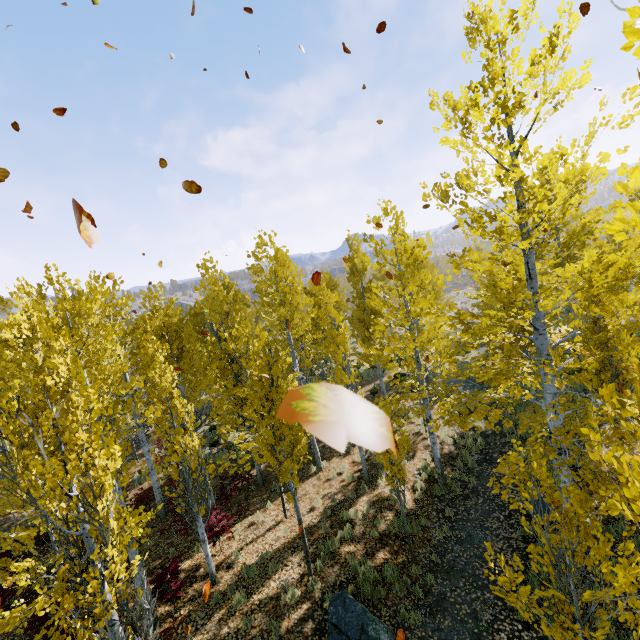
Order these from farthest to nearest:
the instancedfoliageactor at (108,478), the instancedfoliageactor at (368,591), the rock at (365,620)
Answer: the instancedfoliageactor at (368,591)
the rock at (365,620)
the instancedfoliageactor at (108,478)

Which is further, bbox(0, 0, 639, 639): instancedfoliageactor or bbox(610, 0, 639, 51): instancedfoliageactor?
bbox(0, 0, 639, 639): instancedfoliageactor

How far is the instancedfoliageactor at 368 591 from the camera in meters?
8.0

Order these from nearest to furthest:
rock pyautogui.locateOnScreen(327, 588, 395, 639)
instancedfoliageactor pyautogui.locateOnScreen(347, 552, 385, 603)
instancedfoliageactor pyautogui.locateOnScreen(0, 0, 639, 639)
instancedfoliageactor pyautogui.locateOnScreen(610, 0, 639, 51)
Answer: instancedfoliageactor pyautogui.locateOnScreen(610, 0, 639, 51) < instancedfoliageactor pyautogui.locateOnScreen(0, 0, 639, 639) < rock pyautogui.locateOnScreen(327, 588, 395, 639) < instancedfoliageactor pyautogui.locateOnScreen(347, 552, 385, 603)

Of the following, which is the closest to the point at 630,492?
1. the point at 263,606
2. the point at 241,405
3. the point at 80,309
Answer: the point at 263,606

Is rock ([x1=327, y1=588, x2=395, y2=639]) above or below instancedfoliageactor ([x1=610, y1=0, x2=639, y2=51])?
below

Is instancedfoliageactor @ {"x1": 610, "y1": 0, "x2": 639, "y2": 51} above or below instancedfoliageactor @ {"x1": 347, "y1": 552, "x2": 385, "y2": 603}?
above
